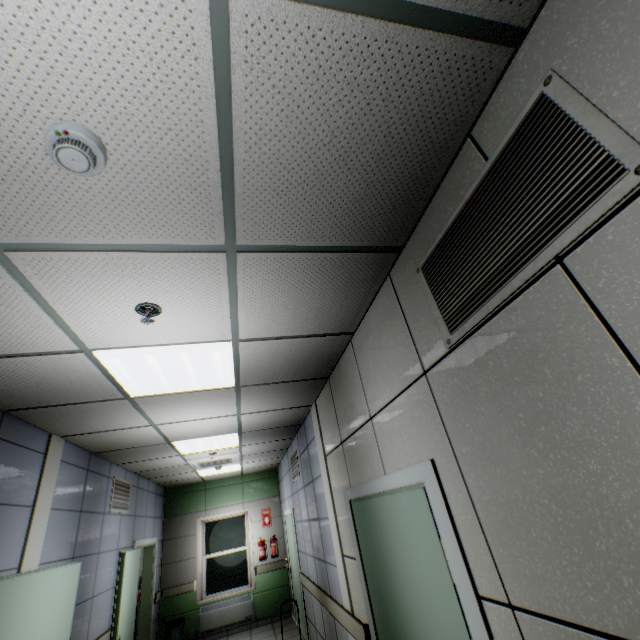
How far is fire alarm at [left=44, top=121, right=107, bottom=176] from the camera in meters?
1.0 m

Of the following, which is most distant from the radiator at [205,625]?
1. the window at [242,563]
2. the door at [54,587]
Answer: the door at [54,587]

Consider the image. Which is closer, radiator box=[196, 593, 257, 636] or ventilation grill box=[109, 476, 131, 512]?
ventilation grill box=[109, 476, 131, 512]

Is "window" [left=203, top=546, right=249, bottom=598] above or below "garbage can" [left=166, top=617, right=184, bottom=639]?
above

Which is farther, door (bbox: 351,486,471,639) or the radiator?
the radiator

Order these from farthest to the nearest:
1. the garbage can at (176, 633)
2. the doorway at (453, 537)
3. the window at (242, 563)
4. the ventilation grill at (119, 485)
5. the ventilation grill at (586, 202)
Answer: the window at (242, 563) → the garbage can at (176, 633) → the ventilation grill at (119, 485) → the doorway at (453, 537) → the ventilation grill at (586, 202)

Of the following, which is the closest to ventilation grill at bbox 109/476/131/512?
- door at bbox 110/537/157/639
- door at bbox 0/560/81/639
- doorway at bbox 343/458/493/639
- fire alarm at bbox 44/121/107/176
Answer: door at bbox 110/537/157/639

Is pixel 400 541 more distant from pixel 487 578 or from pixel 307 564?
pixel 307 564
